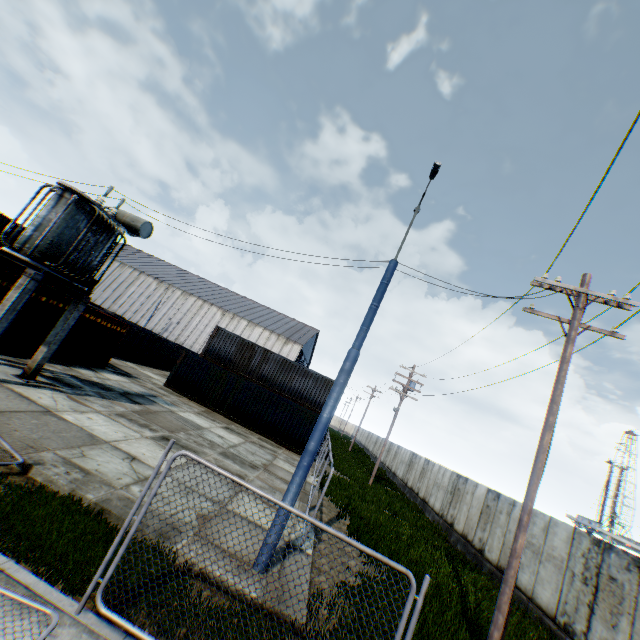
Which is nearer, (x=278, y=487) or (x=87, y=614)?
(x=87, y=614)

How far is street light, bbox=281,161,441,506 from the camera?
7.09m

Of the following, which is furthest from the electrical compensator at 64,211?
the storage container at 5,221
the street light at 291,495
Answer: the storage container at 5,221

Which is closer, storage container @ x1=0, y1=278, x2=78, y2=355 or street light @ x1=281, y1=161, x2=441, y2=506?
street light @ x1=281, y1=161, x2=441, y2=506

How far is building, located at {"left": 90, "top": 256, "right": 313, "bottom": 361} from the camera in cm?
5219

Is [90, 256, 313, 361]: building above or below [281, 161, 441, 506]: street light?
above

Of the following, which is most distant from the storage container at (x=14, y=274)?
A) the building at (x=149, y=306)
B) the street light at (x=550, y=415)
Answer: the building at (x=149, y=306)

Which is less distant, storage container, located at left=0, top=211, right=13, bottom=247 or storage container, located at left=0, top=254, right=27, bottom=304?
storage container, located at left=0, top=254, right=27, bottom=304
